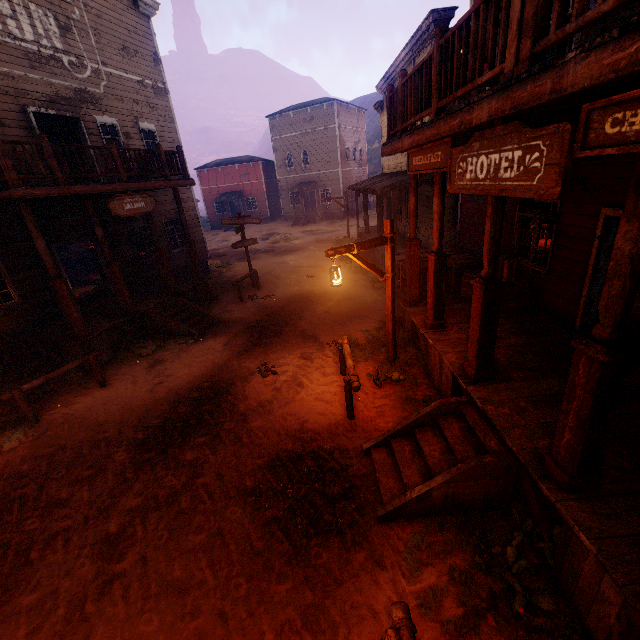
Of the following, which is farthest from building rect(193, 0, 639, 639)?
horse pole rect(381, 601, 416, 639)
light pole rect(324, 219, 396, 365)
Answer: horse pole rect(381, 601, 416, 639)

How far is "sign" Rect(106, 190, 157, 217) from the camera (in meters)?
9.19

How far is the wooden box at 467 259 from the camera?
8.3 meters

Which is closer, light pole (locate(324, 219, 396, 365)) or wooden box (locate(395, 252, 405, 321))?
light pole (locate(324, 219, 396, 365))

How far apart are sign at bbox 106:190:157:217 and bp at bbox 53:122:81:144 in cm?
397

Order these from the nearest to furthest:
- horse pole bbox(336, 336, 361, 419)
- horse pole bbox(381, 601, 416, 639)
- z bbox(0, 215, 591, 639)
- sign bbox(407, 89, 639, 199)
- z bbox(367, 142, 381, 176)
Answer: sign bbox(407, 89, 639, 199) → horse pole bbox(381, 601, 416, 639) → z bbox(0, 215, 591, 639) → horse pole bbox(336, 336, 361, 419) → z bbox(367, 142, 381, 176)

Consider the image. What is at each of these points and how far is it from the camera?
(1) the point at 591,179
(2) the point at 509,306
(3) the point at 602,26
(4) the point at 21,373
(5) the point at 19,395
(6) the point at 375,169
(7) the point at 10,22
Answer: (1) building, 5.80m
(2) wooden box, 7.38m
(3) bp, 4.23m
(4) z, 9.51m
(5) horse pole, 6.80m
(6) z, 56.62m
(7) building, 9.44m
